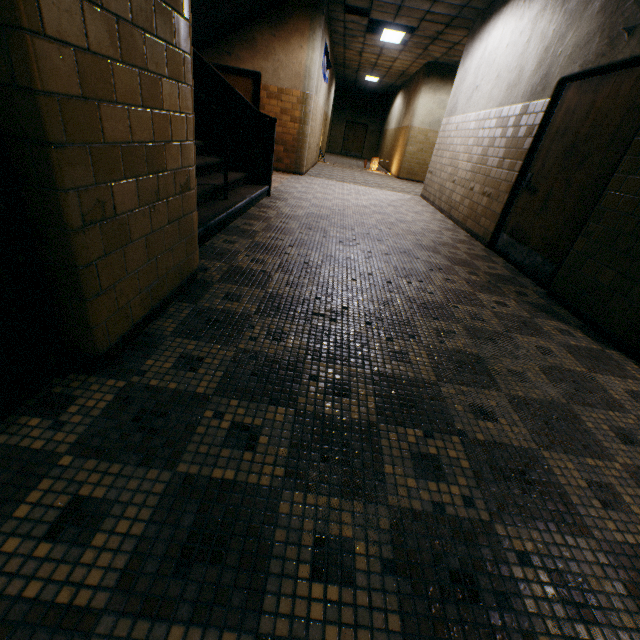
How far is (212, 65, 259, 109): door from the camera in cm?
829

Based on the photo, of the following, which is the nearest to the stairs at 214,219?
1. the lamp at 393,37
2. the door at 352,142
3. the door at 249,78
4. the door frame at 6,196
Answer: the door at 249,78

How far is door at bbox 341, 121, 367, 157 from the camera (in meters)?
23.11

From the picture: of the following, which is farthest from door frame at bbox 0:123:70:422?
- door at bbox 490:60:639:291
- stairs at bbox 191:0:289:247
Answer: door at bbox 490:60:639:291

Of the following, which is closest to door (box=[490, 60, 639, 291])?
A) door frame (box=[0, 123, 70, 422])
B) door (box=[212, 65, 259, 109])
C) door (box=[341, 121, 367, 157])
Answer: door frame (box=[0, 123, 70, 422])

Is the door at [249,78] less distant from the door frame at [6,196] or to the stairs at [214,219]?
the stairs at [214,219]

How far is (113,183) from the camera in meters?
1.4 m

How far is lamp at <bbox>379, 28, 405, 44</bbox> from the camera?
9.3 meters
